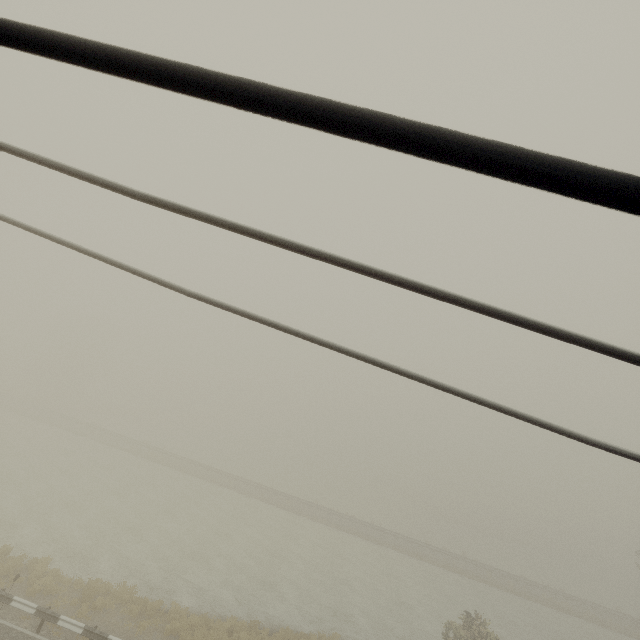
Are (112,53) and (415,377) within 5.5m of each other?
yes
